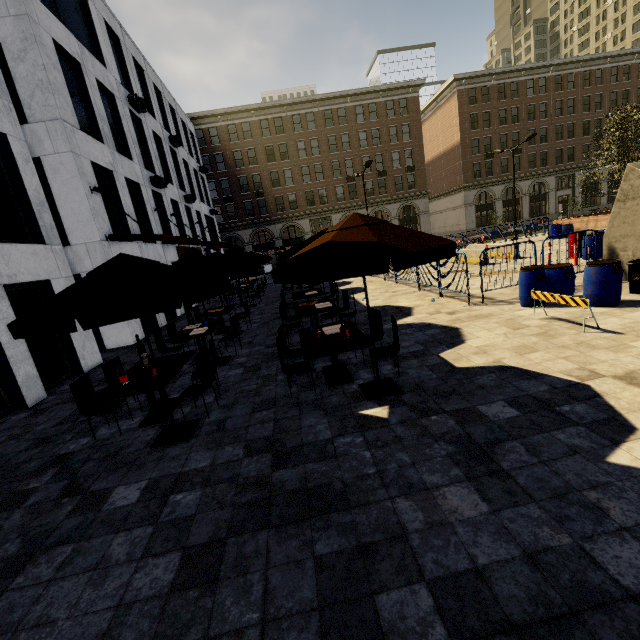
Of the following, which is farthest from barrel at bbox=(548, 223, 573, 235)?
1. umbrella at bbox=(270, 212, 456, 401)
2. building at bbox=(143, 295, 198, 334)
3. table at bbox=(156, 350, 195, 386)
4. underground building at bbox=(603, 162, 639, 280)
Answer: table at bbox=(156, 350, 195, 386)

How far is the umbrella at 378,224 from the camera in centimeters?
Answer: 378cm

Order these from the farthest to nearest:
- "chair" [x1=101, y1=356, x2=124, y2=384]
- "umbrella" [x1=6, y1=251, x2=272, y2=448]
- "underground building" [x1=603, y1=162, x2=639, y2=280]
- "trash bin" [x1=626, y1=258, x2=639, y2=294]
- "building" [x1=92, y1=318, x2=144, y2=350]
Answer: "building" [x1=92, y1=318, x2=144, y2=350]
"underground building" [x1=603, y1=162, x2=639, y2=280]
"trash bin" [x1=626, y1=258, x2=639, y2=294]
"chair" [x1=101, y1=356, x2=124, y2=384]
"umbrella" [x1=6, y1=251, x2=272, y2=448]

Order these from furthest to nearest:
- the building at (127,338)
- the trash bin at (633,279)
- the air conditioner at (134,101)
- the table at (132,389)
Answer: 1. the air conditioner at (134,101)
2. the building at (127,338)
3. the trash bin at (633,279)
4. the table at (132,389)

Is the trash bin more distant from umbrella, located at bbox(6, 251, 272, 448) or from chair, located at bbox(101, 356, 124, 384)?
chair, located at bbox(101, 356, 124, 384)

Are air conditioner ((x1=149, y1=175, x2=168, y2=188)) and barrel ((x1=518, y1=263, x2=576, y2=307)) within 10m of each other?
no

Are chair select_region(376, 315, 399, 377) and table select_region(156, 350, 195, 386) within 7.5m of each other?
yes

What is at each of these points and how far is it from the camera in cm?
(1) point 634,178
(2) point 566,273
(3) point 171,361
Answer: (1) underground building, 870
(2) barrel, 835
(3) table, 654
